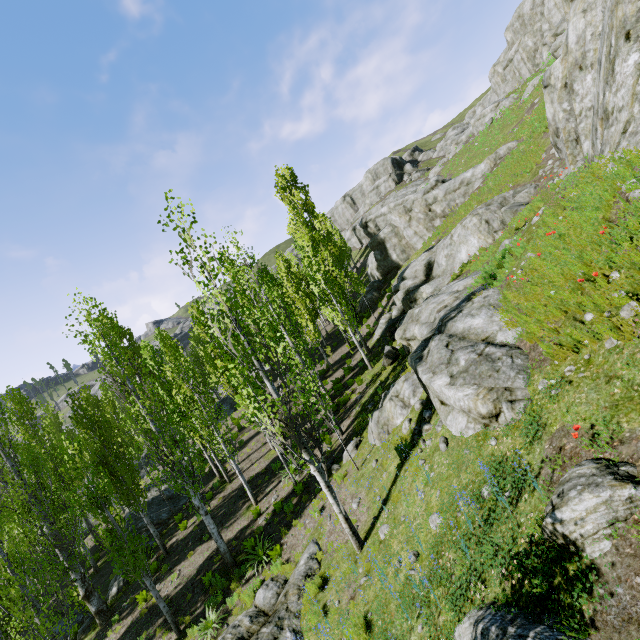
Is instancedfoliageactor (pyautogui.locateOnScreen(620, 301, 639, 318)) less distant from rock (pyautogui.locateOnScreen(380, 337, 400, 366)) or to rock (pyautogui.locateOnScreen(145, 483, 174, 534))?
rock (pyautogui.locateOnScreen(380, 337, 400, 366))

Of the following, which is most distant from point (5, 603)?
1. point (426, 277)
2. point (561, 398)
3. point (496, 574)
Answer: point (426, 277)

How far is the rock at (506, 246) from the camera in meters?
10.8

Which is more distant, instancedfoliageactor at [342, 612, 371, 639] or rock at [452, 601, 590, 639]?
instancedfoliageactor at [342, 612, 371, 639]

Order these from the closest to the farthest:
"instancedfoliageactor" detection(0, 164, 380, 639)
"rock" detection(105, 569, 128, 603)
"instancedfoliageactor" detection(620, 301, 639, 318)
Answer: "instancedfoliageactor" detection(620, 301, 639, 318), "instancedfoliageactor" detection(0, 164, 380, 639), "rock" detection(105, 569, 128, 603)

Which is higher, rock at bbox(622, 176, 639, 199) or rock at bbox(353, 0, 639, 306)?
rock at bbox(353, 0, 639, 306)
